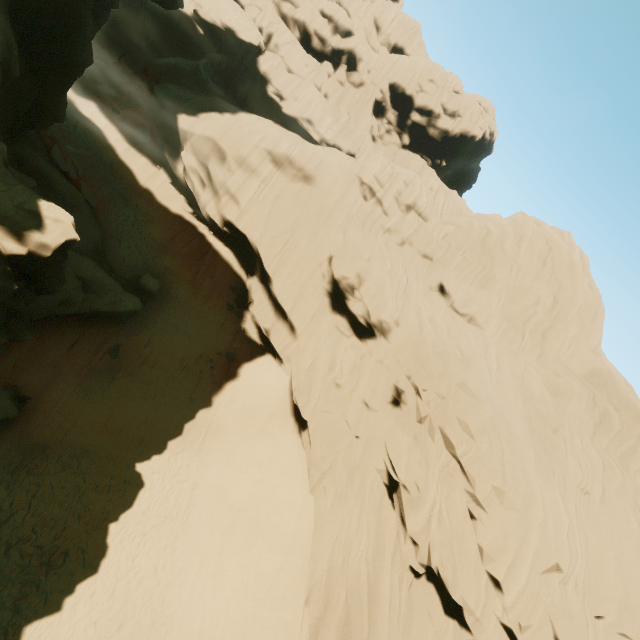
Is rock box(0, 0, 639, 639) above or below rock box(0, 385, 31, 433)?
above

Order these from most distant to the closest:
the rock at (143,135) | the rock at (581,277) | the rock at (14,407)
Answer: the rock at (143,135) < the rock at (581,277) < the rock at (14,407)

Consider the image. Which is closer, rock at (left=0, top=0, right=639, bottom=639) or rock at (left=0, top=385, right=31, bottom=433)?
rock at (left=0, top=385, right=31, bottom=433)

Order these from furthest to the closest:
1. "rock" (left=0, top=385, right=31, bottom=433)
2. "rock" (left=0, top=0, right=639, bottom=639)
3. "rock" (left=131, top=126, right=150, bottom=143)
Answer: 1. "rock" (left=131, top=126, right=150, bottom=143)
2. "rock" (left=0, top=0, right=639, bottom=639)
3. "rock" (left=0, top=385, right=31, bottom=433)

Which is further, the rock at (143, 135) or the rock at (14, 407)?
the rock at (143, 135)

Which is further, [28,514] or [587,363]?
[587,363]
